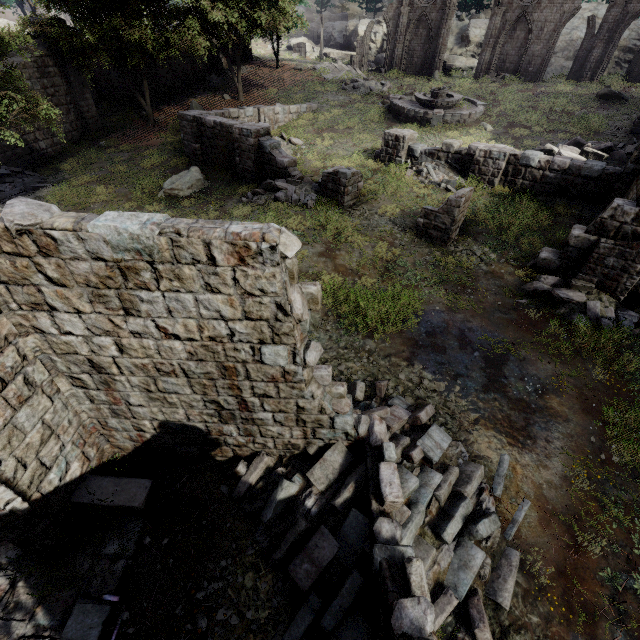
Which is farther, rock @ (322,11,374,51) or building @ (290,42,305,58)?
rock @ (322,11,374,51)

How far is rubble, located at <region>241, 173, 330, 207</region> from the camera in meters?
13.6 m

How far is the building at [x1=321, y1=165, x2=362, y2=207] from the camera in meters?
13.2 m

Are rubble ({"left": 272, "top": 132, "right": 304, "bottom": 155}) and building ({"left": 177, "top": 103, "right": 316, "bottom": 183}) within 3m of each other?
yes

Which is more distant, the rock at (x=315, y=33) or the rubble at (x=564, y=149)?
the rock at (x=315, y=33)

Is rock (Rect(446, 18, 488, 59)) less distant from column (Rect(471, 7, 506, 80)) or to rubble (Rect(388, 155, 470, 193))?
column (Rect(471, 7, 506, 80))

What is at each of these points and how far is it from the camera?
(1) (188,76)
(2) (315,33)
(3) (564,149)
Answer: (1) building, 28.70m
(2) rock, 51.72m
(3) rubble, 14.67m

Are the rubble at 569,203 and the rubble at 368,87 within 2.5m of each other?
no
